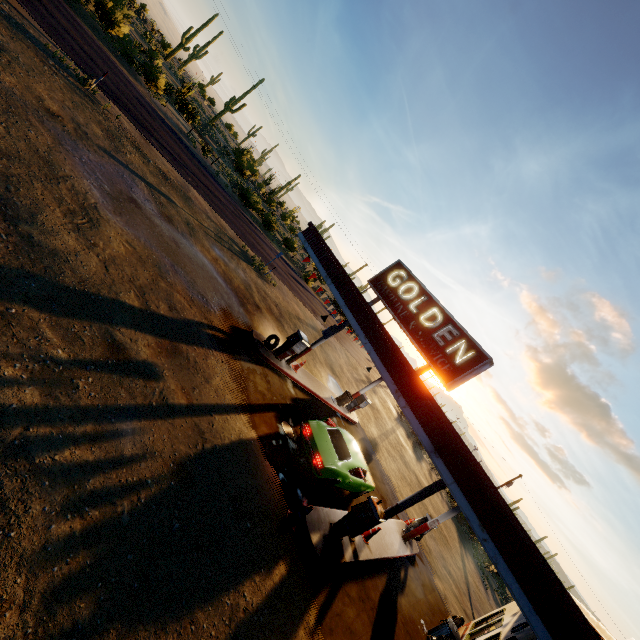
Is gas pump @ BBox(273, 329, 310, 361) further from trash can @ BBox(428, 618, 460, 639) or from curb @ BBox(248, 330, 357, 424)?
trash can @ BBox(428, 618, 460, 639)

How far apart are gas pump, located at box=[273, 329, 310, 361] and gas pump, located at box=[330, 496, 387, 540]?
6.5 meters

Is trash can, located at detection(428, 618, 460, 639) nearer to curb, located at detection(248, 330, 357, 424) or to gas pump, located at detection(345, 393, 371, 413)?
curb, located at detection(248, 330, 357, 424)

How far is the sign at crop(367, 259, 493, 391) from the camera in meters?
9.6

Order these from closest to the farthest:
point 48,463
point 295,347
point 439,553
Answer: point 48,463
point 295,347
point 439,553

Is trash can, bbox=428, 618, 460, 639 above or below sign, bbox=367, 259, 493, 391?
below

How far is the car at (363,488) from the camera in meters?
10.3

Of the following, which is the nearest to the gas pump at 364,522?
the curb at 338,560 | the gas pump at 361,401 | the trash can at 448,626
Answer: the curb at 338,560
